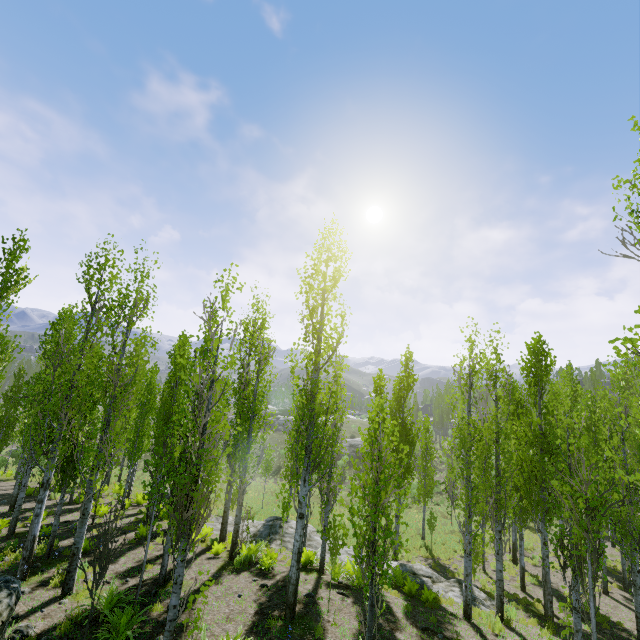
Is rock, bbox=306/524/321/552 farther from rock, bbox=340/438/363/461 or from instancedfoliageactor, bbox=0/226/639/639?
rock, bbox=340/438/363/461

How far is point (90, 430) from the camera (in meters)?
9.08

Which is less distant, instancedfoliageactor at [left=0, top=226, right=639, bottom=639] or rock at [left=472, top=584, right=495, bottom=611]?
instancedfoliageactor at [left=0, top=226, right=639, bottom=639]

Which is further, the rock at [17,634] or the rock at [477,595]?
the rock at [477,595]

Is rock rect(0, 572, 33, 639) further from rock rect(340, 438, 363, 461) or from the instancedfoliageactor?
rock rect(340, 438, 363, 461)

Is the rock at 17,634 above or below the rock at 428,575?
above

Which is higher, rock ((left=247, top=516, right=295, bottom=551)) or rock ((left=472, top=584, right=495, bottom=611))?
rock ((left=247, top=516, right=295, bottom=551))
